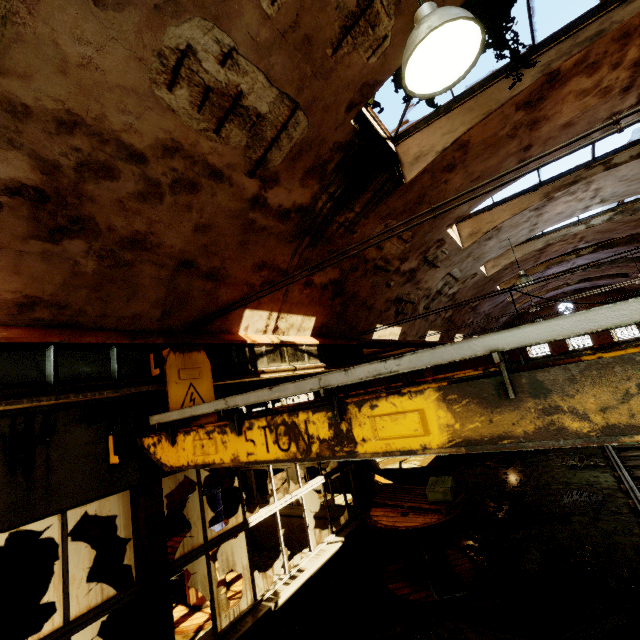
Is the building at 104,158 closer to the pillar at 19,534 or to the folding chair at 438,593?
the folding chair at 438,593

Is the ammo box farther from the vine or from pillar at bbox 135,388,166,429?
the vine

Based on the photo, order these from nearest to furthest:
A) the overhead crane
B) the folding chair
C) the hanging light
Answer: the overhead crane → the hanging light → the folding chair

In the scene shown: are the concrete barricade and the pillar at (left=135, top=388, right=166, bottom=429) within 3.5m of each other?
no

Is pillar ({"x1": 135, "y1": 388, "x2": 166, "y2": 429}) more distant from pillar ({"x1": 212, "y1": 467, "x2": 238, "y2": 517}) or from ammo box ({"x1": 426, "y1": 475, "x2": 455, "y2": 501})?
pillar ({"x1": 212, "y1": 467, "x2": 238, "y2": 517})

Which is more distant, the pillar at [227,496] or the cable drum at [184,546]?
the pillar at [227,496]

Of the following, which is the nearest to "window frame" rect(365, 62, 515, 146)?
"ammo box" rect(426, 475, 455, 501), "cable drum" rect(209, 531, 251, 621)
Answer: "ammo box" rect(426, 475, 455, 501)

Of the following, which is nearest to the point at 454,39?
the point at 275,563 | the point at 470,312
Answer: the point at 275,563
